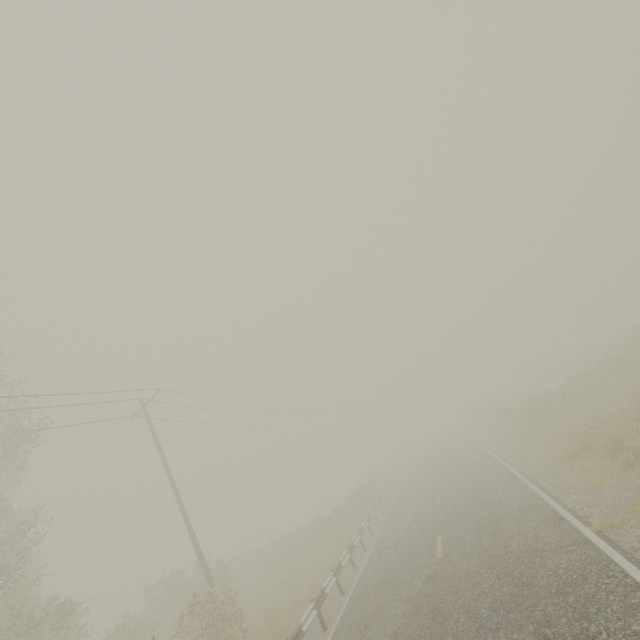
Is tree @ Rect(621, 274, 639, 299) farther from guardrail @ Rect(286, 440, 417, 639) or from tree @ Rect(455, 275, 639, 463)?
guardrail @ Rect(286, 440, 417, 639)

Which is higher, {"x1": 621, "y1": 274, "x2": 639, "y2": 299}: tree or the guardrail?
{"x1": 621, "y1": 274, "x2": 639, "y2": 299}: tree

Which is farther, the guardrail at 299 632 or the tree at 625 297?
the tree at 625 297

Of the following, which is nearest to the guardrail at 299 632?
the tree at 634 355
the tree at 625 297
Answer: the tree at 634 355

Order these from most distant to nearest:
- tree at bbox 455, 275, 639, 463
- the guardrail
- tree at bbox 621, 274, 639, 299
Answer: tree at bbox 621, 274, 639, 299, tree at bbox 455, 275, 639, 463, the guardrail

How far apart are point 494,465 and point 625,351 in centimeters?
1150cm

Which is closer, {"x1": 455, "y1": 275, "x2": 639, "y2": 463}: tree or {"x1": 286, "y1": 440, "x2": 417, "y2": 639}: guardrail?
{"x1": 286, "y1": 440, "x2": 417, "y2": 639}: guardrail
